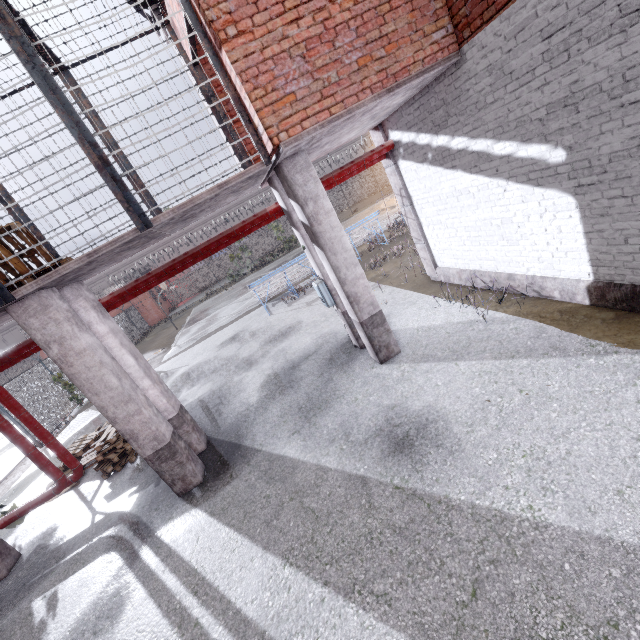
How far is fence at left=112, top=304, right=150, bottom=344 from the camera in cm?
2625

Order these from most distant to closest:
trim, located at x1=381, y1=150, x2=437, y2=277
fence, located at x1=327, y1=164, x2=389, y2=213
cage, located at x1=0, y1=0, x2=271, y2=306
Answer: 1. fence, located at x1=327, y1=164, x2=389, y2=213
2. trim, located at x1=381, y1=150, x2=437, y2=277
3. cage, located at x1=0, y1=0, x2=271, y2=306

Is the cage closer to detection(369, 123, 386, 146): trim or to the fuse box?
detection(369, 123, 386, 146): trim

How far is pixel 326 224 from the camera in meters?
5.4 m

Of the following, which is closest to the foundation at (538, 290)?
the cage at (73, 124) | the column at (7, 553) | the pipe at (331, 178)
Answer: the pipe at (331, 178)

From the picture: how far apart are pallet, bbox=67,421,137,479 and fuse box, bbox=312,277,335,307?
5.7m

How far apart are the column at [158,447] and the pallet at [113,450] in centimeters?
253cm

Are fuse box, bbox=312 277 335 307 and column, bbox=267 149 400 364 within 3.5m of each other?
yes
